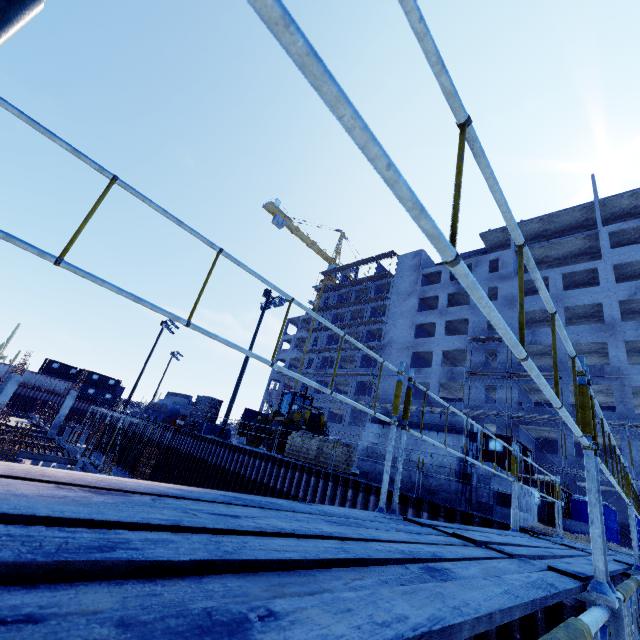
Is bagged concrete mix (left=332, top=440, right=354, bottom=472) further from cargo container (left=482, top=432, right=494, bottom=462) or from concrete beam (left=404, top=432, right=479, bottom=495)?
cargo container (left=482, top=432, right=494, bottom=462)

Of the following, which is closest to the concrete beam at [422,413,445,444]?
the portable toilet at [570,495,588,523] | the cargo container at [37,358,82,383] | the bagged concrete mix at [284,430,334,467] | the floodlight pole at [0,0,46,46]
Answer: the bagged concrete mix at [284,430,334,467]

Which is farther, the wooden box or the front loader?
the wooden box

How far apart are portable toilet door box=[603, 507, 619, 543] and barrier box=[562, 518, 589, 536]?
3.3m

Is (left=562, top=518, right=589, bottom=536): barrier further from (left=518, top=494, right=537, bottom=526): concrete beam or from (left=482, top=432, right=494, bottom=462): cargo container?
(left=518, top=494, right=537, bottom=526): concrete beam

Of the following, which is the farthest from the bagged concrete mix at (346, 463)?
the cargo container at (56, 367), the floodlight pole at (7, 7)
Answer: the cargo container at (56, 367)

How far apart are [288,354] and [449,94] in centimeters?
5857cm

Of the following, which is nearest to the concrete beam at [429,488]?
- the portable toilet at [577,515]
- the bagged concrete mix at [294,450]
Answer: the bagged concrete mix at [294,450]
